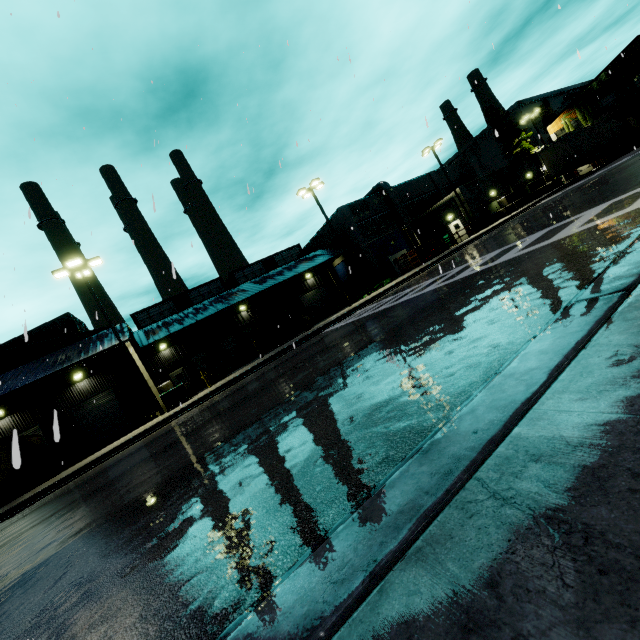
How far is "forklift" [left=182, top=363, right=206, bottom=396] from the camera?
23.4 meters

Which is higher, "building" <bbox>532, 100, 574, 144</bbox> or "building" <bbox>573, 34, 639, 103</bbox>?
"building" <bbox>573, 34, 639, 103</bbox>

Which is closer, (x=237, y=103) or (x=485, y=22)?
(x=237, y=103)

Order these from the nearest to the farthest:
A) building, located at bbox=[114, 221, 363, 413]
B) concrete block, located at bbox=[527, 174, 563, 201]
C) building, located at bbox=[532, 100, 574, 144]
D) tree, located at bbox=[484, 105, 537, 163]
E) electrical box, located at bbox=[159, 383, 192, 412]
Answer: electrical box, located at bbox=[159, 383, 192, 412] → building, located at bbox=[114, 221, 363, 413] → concrete block, located at bbox=[527, 174, 563, 201] → building, located at bbox=[532, 100, 574, 144] → tree, located at bbox=[484, 105, 537, 163]

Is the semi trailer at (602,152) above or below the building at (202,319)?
below

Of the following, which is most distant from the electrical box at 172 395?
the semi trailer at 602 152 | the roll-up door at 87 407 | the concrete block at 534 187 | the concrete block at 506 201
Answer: the concrete block at 534 187

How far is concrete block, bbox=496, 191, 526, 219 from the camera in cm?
3328

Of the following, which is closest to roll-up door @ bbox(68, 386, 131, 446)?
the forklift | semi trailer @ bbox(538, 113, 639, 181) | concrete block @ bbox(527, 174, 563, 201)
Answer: semi trailer @ bbox(538, 113, 639, 181)
